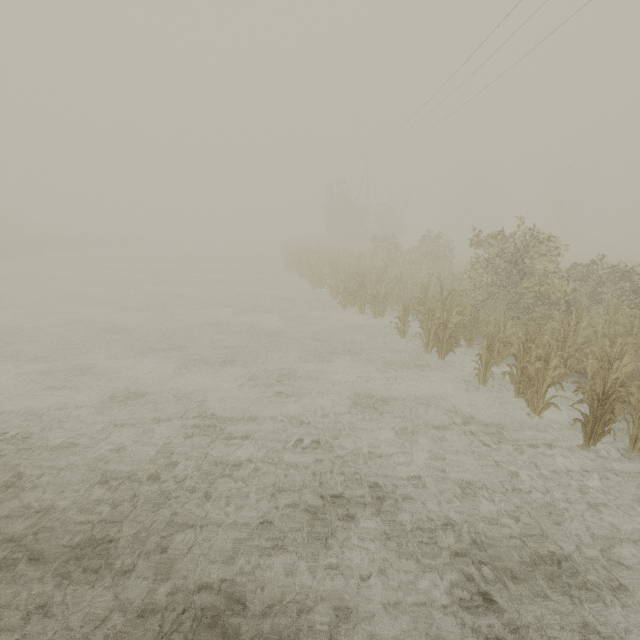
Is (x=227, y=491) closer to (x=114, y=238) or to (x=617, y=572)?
(x=617, y=572)
